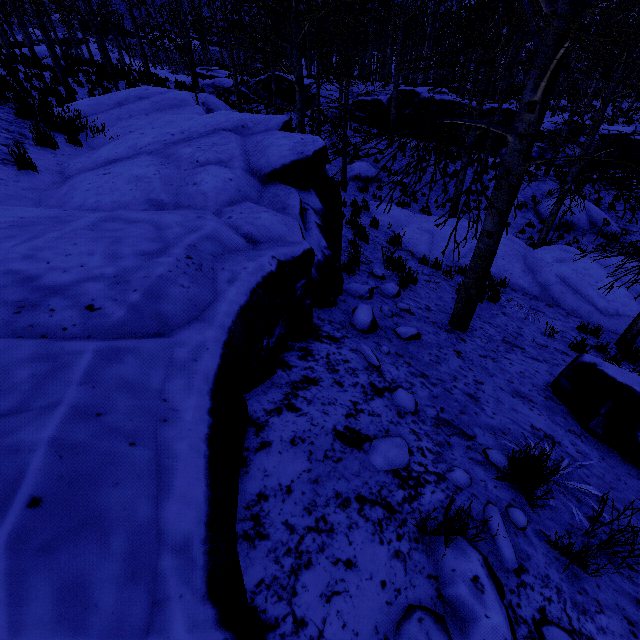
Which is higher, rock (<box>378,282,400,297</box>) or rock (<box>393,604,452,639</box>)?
rock (<box>393,604,452,639</box>)

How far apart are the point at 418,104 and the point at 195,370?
25.8m

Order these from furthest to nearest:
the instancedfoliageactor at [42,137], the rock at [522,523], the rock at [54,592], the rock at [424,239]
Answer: the rock at [424,239] → the instancedfoliageactor at [42,137] → the rock at [522,523] → the rock at [54,592]

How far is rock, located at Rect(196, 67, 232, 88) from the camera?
20.7 meters

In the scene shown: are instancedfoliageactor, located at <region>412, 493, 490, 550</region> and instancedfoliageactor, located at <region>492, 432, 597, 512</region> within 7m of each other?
yes

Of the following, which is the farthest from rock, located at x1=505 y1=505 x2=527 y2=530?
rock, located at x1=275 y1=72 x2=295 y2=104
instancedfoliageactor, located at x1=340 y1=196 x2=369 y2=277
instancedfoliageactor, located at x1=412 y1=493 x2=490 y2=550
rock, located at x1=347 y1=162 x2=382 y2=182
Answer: rock, located at x1=275 y1=72 x2=295 y2=104

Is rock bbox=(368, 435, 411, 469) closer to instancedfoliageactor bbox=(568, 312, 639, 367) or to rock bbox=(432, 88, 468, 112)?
instancedfoliageactor bbox=(568, 312, 639, 367)

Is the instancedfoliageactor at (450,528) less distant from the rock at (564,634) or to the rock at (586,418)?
the rock at (564,634)
